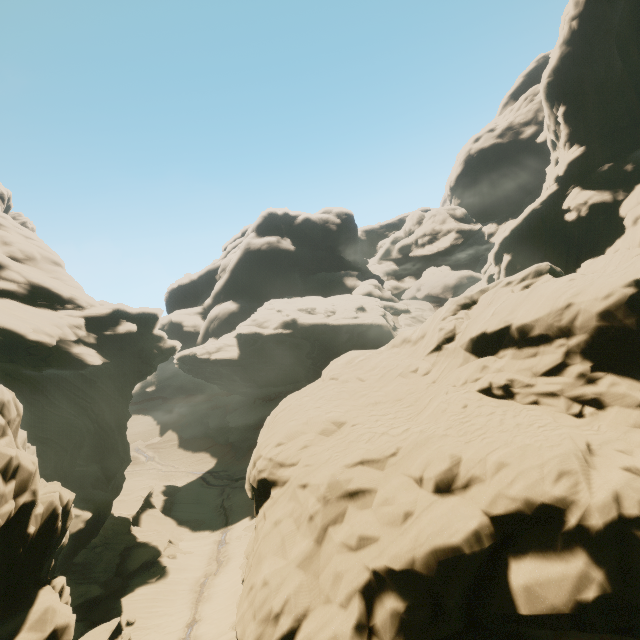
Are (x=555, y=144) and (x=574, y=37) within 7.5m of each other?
no
